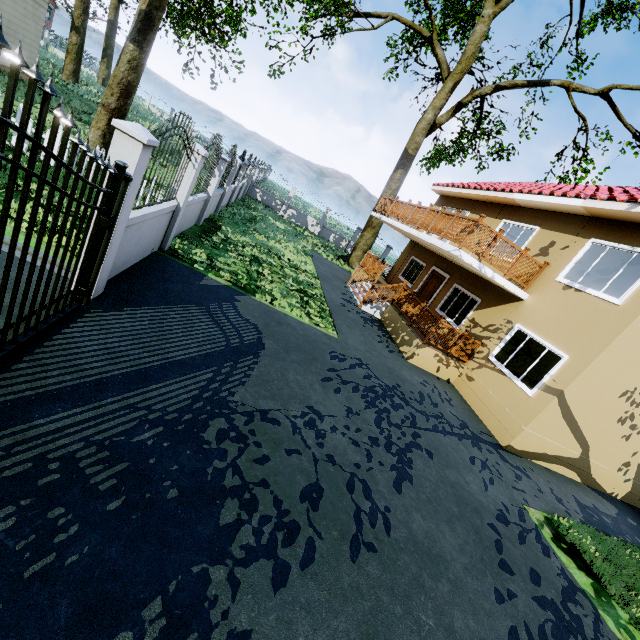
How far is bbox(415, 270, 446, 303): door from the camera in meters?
14.8

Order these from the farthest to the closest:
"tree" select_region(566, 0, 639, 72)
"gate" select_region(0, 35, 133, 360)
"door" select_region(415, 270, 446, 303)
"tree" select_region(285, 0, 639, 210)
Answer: "tree" select_region(566, 0, 639, 72) < "tree" select_region(285, 0, 639, 210) < "door" select_region(415, 270, 446, 303) < "gate" select_region(0, 35, 133, 360)

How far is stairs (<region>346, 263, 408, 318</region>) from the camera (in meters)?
13.44

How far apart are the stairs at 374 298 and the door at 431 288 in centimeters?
204cm

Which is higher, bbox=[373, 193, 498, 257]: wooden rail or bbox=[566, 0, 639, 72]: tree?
bbox=[566, 0, 639, 72]: tree

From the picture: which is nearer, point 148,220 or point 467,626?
point 467,626

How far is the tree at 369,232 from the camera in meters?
21.4 m

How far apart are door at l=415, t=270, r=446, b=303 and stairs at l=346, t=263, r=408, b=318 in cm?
204
